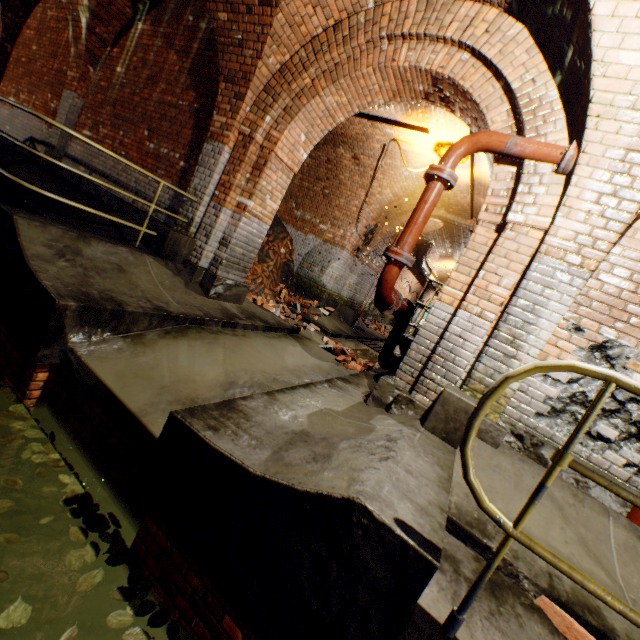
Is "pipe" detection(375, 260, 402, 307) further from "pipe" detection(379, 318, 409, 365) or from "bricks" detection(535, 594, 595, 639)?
"bricks" detection(535, 594, 595, 639)

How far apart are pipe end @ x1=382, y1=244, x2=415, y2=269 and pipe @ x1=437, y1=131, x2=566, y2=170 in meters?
1.0 m

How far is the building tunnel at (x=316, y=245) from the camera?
5.62m

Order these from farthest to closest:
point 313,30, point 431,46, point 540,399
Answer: point 313,30 → point 431,46 → point 540,399

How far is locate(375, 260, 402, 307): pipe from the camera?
3.73m

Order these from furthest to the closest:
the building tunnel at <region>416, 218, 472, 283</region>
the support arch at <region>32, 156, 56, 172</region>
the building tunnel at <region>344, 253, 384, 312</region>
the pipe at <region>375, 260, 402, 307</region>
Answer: the building tunnel at <region>344, 253, 384, 312</region>
the building tunnel at <region>416, 218, 472, 283</region>
the support arch at <region>32, 156, 56, 172</region>
the pipe at <region>375, 260, 402, 307</region>

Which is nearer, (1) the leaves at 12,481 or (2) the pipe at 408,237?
(1) the leaves at 12,481

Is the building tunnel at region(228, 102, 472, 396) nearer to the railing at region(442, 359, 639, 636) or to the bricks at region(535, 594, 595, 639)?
the bricks at region(535, 594, 595, 639)
